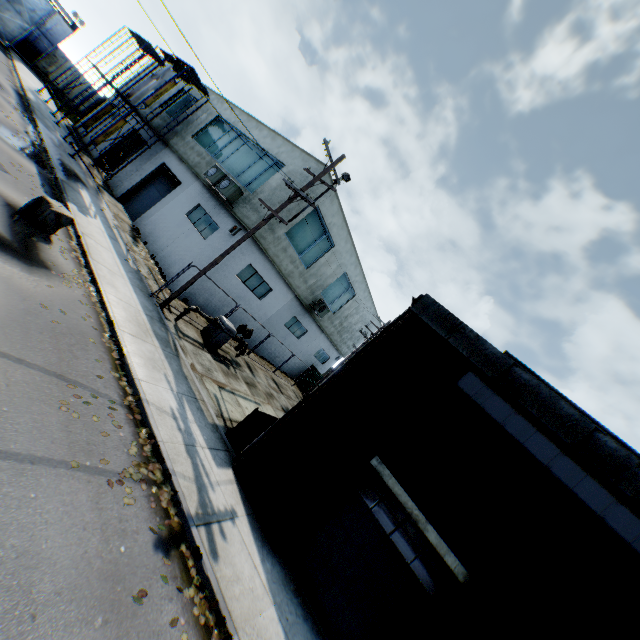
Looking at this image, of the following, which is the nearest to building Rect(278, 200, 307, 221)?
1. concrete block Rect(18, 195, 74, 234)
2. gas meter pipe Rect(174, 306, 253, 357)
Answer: gas meter pipe Rect(174, 306, 253, 357)

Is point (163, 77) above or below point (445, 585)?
above

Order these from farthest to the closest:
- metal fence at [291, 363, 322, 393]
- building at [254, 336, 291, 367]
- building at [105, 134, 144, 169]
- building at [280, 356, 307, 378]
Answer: metal fence at [291, 363, 322, 393], building at [280, 356, 307, 378], building at [105, 134, 144, 169], building at [254, 336, 291, 367]

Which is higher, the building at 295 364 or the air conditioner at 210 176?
the air conditioner at 210 176

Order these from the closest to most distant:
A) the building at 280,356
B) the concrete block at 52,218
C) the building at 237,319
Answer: the concrete block at 52,218 → the building at 237,319 → the building at 280,356

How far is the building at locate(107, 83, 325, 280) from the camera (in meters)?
16.30

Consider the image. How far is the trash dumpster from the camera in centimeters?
957cm
